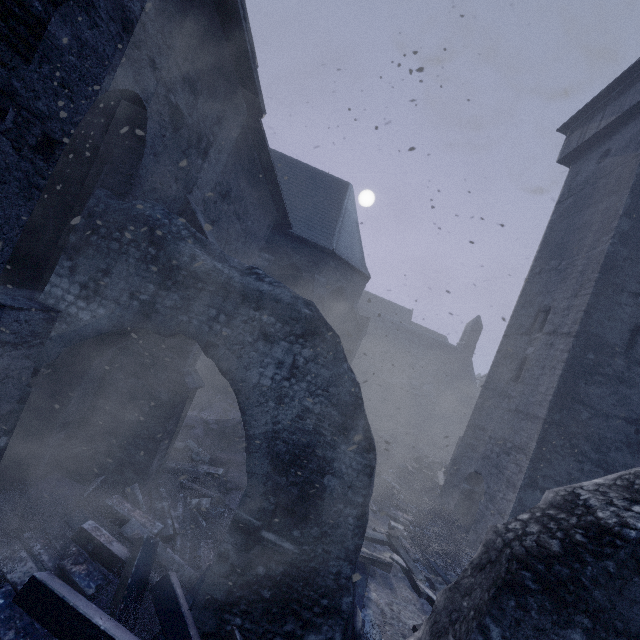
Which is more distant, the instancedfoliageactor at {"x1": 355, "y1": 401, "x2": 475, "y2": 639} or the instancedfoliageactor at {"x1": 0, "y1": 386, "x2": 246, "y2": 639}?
the instancedfoliageactor at {"x1": 355, "y1": 401, "x2": 475, "y2": 639}

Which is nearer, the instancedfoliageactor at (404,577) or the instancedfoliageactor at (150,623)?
the instancedfoliageactor at (150,623)

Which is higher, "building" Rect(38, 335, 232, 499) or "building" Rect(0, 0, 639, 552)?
"building" Rect(0, 0, 639, 552)

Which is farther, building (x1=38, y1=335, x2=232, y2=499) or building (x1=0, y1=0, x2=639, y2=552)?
building (x1=38, y1=335, x2=232, y2=499)

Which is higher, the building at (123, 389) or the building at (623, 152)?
the building at (623, 152)

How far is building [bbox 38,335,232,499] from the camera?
5.1 meters

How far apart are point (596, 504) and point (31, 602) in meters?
5.2 m

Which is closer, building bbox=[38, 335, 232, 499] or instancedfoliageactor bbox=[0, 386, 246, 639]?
instancedfoliageactor bbox=[0, 386, 246, 639]
